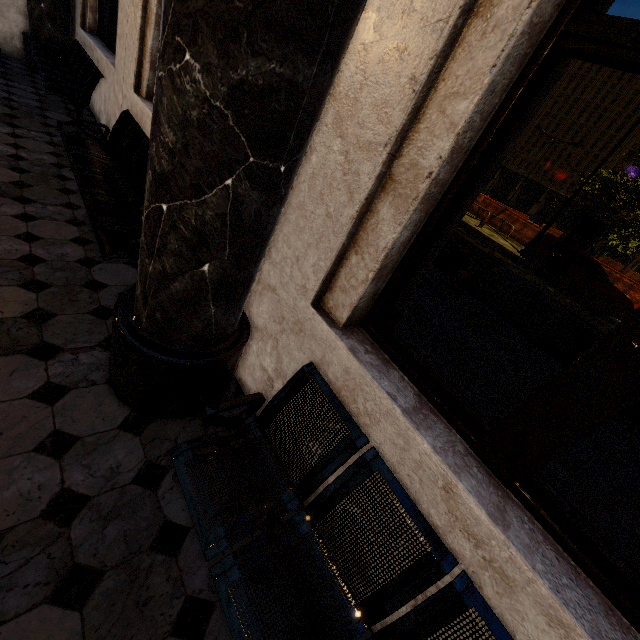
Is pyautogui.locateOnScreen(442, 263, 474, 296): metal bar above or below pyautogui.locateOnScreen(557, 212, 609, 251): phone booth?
below

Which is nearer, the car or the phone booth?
the car

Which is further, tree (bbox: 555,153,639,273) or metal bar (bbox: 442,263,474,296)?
tree (bbox: 555,153,639,273)

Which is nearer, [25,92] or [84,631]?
[84,631]

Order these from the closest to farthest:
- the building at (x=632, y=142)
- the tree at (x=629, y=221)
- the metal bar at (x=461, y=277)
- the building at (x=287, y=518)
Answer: the building at (x=287, y=518), the metal bar at (x=461, y=277), the tree at (x=629, y=221), the building at (x=632, y=142)

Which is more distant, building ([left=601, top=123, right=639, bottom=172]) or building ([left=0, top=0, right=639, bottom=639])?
building ([left=601, top=123, right=639, bottom=172])

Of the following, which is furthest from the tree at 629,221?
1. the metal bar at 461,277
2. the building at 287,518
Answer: the metal bar at 461,277

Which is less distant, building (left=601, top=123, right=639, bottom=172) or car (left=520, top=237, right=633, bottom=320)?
car (left=520, top=237, right=633, bottom=320)
